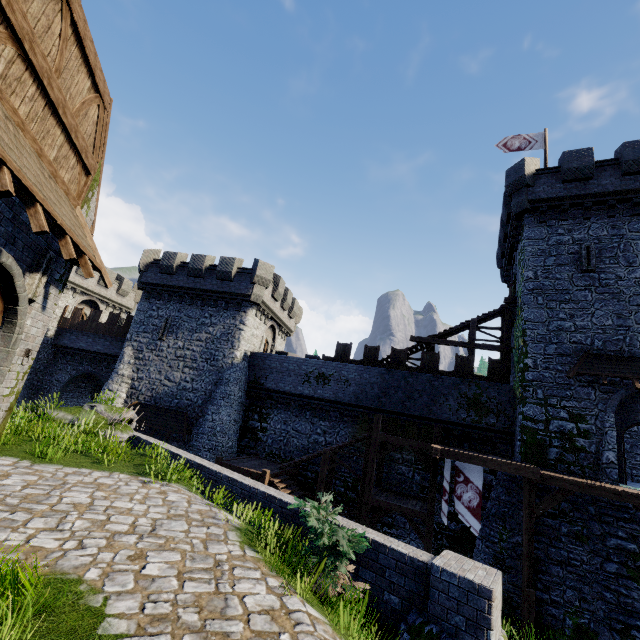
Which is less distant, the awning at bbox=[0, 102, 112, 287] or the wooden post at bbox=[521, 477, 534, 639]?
the awning at bbox=[0, 102, 112, 287]

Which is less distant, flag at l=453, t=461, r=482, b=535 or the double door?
the double door

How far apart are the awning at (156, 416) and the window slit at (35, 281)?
15.54m

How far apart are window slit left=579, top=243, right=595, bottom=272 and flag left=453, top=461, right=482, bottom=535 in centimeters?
1129cm

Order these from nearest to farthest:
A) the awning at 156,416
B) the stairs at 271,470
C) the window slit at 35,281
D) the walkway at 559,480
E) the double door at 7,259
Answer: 1. the double door at 7,259
2. the window slit at 35,281
3. the walkway at 559,480
4. the stairs at 271,470
5. the awning at 156,416

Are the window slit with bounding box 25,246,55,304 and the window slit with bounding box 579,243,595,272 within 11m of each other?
no

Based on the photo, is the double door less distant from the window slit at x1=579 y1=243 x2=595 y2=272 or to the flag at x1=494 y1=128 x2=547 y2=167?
the window slit at x1=579 y1=243 x2=595 y2=272

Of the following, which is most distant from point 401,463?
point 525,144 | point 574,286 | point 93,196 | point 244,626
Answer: point 525,144
